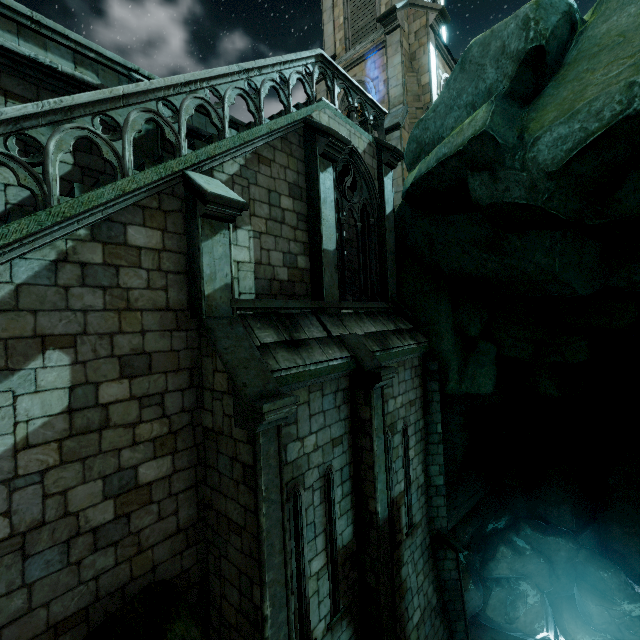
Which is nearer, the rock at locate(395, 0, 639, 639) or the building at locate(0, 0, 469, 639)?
the building at locate(0, 0, 469, 639)

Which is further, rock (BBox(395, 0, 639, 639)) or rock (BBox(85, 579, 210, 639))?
rock (BBox(395, 0, 639, 639))

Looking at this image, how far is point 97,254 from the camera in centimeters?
455cm

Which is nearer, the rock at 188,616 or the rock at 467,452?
the rock at 188,616

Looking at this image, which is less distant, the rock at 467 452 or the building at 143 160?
the building at 143 160
